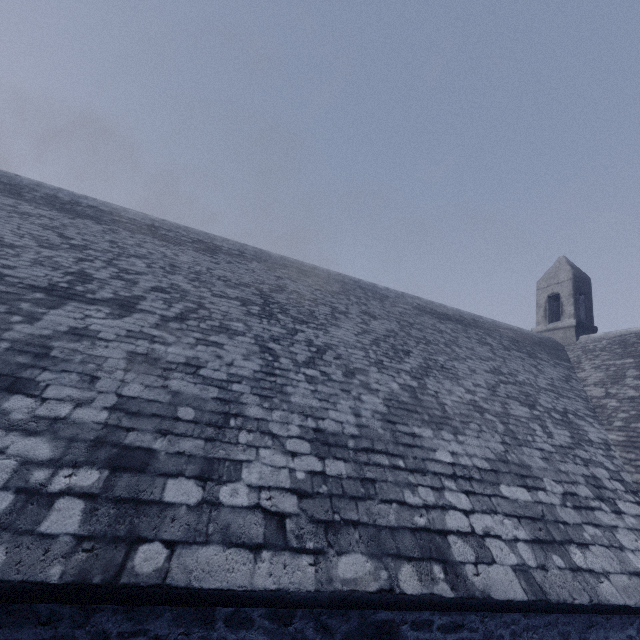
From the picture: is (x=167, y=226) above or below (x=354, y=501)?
above
